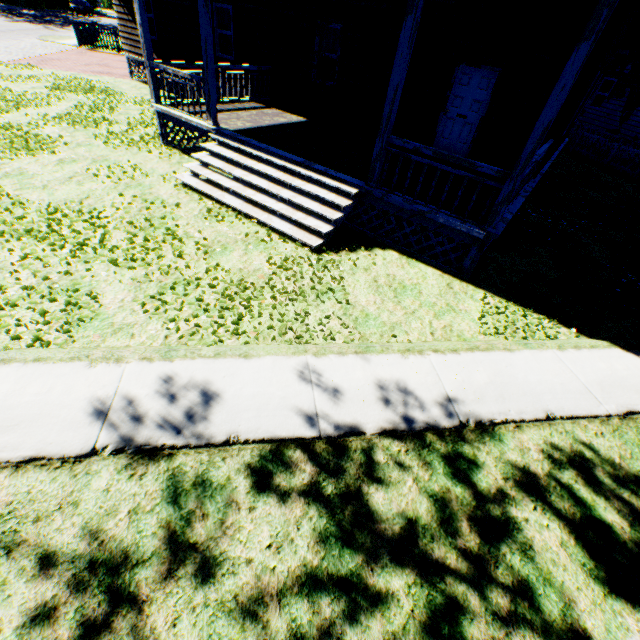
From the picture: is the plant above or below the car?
below

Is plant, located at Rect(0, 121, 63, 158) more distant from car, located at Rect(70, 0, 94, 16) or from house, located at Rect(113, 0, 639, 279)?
car, located at Rect(70, 0, 94, 16)

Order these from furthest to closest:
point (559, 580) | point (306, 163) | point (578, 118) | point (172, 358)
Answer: point (578, 118) → point (306, 163) → point (172, 358) → point (559, 580)

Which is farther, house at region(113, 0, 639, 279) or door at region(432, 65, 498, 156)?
door at region(432, 65, 498, 156)

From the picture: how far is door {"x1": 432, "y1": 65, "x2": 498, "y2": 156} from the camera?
8.8 meters

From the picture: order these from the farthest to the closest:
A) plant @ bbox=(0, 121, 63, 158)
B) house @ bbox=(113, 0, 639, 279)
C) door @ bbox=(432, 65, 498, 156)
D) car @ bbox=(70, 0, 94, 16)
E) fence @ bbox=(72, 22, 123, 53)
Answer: car @ bbox=(70, 0, 94, 16), fence @ bbox=(72, 22, 123, 53), door @ bbox=(432, 65, 498, 156), plant @ bbox=(0, 121, 63, 158), house @ bbox=(113, 0, 639, 279)

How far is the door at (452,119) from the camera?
8.8 meters

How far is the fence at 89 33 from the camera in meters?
22.3 m
